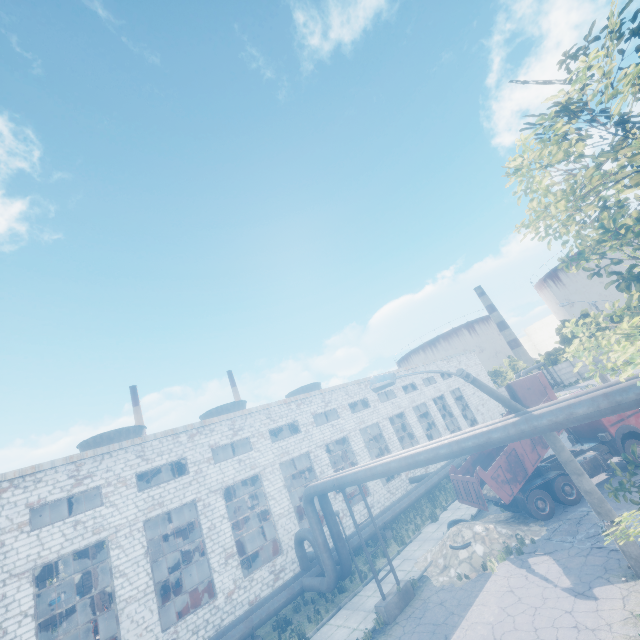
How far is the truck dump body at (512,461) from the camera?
14.8 meters

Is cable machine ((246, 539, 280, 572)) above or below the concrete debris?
above

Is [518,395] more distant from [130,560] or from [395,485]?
[130,560]

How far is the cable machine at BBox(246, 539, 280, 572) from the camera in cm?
2234

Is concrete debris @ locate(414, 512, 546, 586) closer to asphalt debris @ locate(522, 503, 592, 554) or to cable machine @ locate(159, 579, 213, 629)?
asphalt debris @ locate(522, 503, 592, 554)

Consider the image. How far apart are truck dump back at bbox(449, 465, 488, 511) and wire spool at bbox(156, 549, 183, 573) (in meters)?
19.09

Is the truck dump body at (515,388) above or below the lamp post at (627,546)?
above

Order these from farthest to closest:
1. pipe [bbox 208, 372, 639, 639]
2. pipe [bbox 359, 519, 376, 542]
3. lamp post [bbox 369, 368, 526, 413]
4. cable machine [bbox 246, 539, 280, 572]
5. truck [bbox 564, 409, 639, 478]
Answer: cable machine [bbox 246, 539, 280, 572] → pipe [bbox 359, 519, 376, 542] → truck [bbox 564, 409, 639, 478] → lamp post [bbox 369, 368, 526, 413] → pipe [bbox 208, 372, 639, 639]
